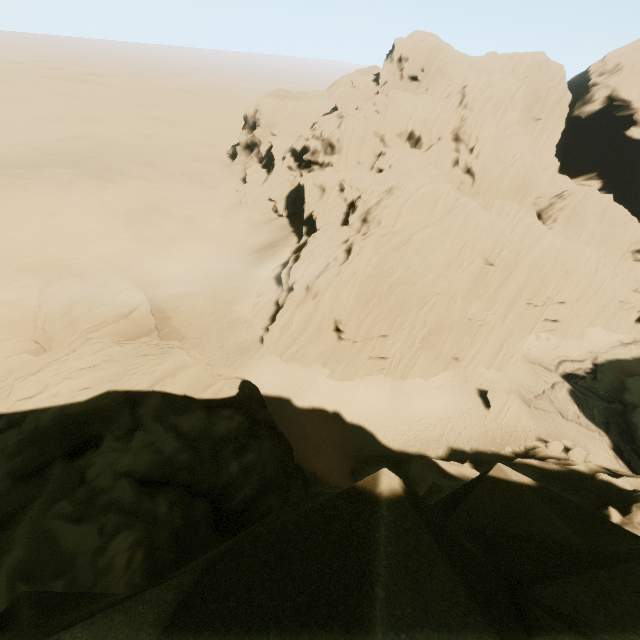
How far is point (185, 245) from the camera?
41.7 meters

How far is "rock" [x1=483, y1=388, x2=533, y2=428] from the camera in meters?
31.7 m

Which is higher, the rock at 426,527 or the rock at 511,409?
the rock at 426,527

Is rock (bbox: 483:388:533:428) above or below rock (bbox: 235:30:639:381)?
below

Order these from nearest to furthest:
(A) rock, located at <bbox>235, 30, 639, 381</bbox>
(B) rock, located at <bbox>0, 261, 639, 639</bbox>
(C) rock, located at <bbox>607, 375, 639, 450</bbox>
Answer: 1. (B) rock, located at <bbox>0, 261, 639, 639</bbox>
2. (A) rock, located at <bbox>235, 30, 639, 381</bbox>
3. (C) rock, located at <bbox>607, 375, 639, 450</bbox>

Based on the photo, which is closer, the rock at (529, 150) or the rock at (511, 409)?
the rock at (529, 150)

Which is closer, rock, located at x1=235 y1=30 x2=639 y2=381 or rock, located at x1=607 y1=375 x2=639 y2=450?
rock, located at x1=235 y1=30 x2=639 y2=381
